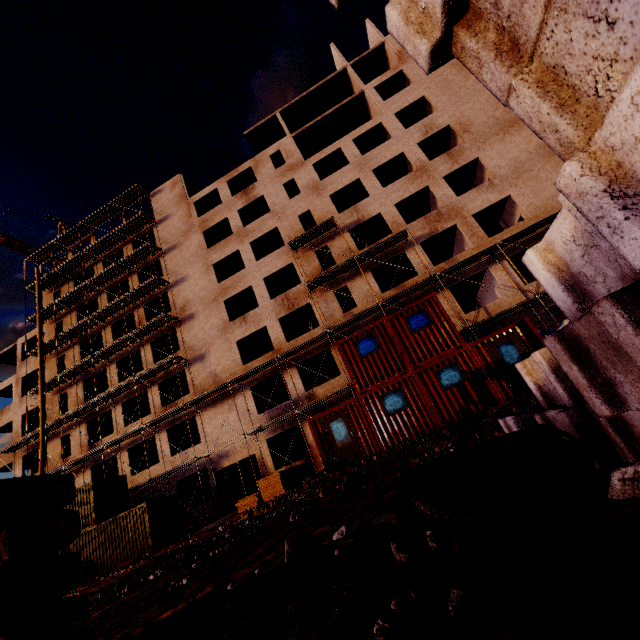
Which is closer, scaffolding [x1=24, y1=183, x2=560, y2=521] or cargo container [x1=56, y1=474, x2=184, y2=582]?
cargo container [x1=56, y1=474, x2=184, y2=582]

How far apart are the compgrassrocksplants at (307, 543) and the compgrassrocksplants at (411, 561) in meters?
1.0 m

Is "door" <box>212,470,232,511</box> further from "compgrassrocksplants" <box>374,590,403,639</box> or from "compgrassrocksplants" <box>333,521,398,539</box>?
"compgrassrocksplants" <box>374,590,403,639</box>

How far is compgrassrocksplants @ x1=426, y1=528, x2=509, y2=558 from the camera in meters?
1.4

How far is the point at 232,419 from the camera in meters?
24.0 m

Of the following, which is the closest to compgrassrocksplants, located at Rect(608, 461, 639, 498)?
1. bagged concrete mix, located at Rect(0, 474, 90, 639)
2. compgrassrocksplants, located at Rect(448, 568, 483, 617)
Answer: compgrassrocksplants, located at Rect(448, 568, 483, 617)

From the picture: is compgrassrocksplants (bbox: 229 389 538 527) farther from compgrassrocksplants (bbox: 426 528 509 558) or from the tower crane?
the tower crane

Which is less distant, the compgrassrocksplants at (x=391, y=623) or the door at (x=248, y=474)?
the compgrassrocksplants at (x=391, y=623)
